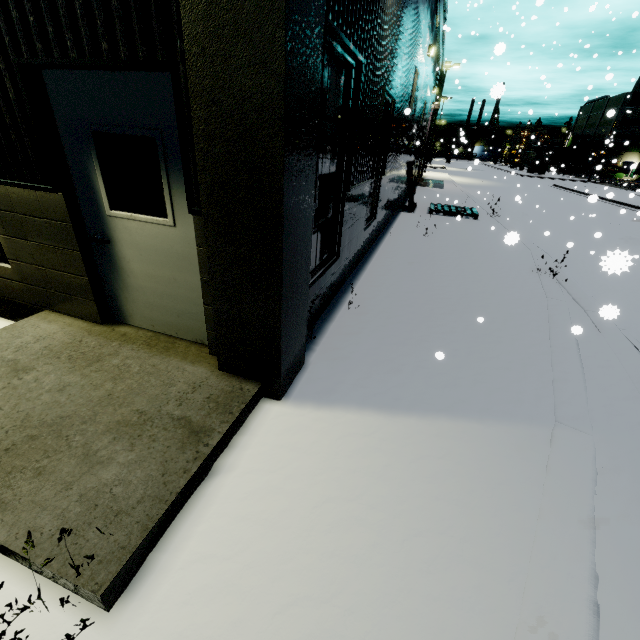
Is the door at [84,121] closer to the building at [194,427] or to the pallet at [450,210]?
the building at [194,427]

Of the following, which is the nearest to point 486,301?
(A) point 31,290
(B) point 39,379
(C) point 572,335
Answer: (C) point 572,335

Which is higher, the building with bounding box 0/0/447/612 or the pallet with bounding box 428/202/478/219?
the building with bounding box 0/0/447/612

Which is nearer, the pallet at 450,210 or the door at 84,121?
the door at 84,121

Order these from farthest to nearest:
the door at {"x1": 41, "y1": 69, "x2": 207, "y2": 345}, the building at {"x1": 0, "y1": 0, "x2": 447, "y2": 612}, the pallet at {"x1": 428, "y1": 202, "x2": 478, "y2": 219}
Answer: the pallet at {"x1": 428, "y1": 202, "x2": 478, "y2": 219}
the door at {"x1": 41, "y1": 69, "x2": 207, "y2": 345}
the building at {"x1": 0, "y1": 0, "x2": 447, "y2": 612}

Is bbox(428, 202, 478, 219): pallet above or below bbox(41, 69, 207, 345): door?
Result: below

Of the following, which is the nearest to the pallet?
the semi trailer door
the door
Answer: the door

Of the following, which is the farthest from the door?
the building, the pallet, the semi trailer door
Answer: the semi trailer door
